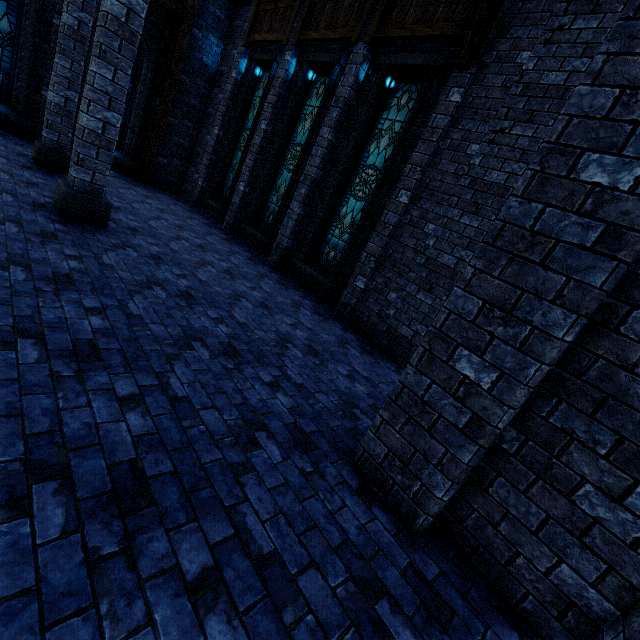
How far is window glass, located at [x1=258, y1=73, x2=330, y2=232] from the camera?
9.1m

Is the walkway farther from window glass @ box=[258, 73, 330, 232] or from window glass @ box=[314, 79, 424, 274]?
window glass @ box=[314, 79, 424, 274]

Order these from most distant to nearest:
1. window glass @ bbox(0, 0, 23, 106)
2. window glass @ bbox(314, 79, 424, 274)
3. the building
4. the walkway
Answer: the walkway, window glass @ bbox(0, 0, 23, 106), window glass @ bbox(314, 79, 424, 274), the building

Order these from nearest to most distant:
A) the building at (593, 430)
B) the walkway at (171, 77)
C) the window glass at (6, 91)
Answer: the building at (593, 430)
the window glass at (6, 91)
the walkway at (171, 77)

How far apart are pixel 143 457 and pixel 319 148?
8.2 meters

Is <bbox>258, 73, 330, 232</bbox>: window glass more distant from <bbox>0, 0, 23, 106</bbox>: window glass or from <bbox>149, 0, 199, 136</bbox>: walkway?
<bbox>0, 0, 23, 106</bbox>: window glass

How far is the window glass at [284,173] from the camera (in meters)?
9.14

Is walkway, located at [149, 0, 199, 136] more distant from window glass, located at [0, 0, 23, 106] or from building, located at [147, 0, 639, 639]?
window glass, located at [0, 0, 23, 106]
